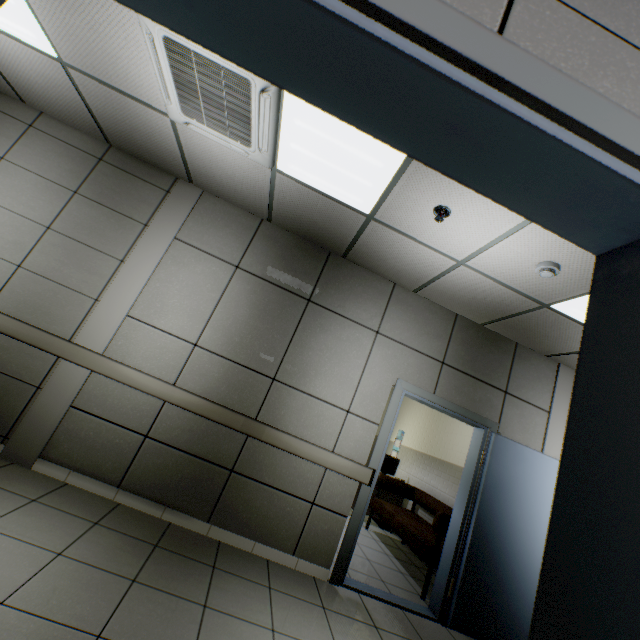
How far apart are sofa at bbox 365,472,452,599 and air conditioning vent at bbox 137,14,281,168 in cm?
444

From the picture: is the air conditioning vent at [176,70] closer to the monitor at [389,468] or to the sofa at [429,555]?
the sofa at [429,555]

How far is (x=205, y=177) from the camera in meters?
3.5 m

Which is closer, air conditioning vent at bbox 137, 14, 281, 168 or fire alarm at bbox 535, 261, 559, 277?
air conditioning vent at bbox 137, 14, 281, 168

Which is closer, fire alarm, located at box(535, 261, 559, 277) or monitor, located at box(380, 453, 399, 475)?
fire alarm, located at box(535, 261, 559, 277)

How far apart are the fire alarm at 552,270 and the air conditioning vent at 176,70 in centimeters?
248cm

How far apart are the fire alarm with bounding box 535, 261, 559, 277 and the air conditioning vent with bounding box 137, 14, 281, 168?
2.5 meters

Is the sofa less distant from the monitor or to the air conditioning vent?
the monitor
